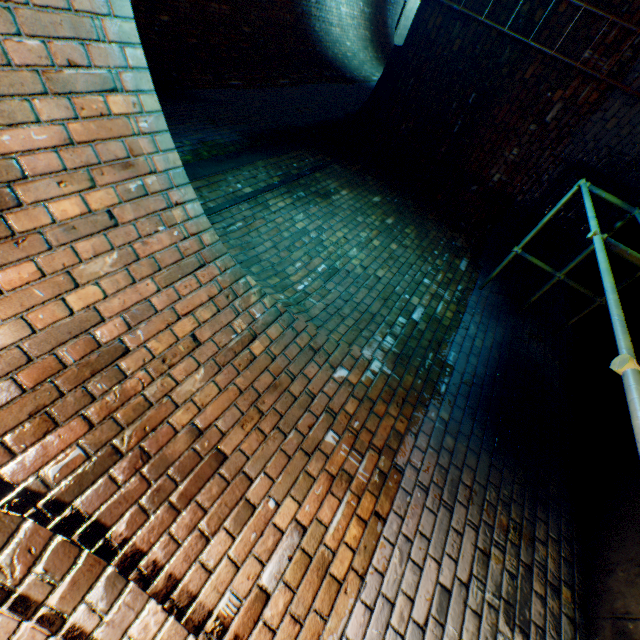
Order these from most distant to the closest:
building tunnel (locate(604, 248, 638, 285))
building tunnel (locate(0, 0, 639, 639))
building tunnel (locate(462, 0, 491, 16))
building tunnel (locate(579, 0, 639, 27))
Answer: building tunnel (locate(604, 248, 638, 285)) → building tunnel (locate(462, 0, 491, 16)) → building tunnel (locate(579, 0, 639, 27)) → building tunnel (locate(0, 0, 639, 639))

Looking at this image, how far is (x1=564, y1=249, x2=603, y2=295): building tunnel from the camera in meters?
4.7 m

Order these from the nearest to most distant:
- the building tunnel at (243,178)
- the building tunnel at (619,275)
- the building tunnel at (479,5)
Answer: the building tunnel at (243,178) → the building tunnel at (479,5) → the building tunnel at (619,275)

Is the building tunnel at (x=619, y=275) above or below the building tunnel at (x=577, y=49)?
below

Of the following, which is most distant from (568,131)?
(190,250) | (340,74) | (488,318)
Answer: (340,74)

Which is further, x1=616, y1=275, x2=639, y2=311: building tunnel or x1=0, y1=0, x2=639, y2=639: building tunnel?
x1=616, y1=275, x2=639, y2=311: building tunnel
